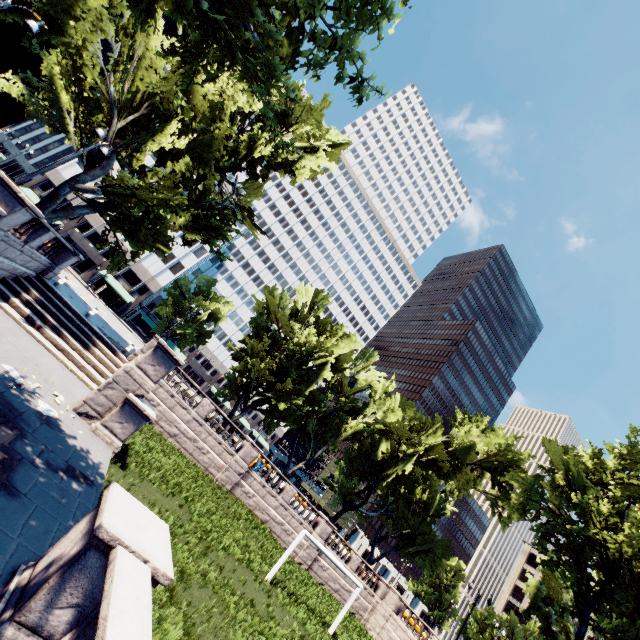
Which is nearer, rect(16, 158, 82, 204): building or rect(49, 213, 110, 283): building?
rect(16, 158, 82, 204): building

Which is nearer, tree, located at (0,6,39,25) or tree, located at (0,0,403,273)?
tree, located at (0,0,403,273)

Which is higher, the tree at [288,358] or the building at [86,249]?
the tree at [288,358]

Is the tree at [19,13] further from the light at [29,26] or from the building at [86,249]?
the light at [29,26]

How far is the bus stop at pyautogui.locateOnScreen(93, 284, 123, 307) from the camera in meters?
49.6

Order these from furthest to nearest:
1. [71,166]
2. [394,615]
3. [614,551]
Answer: [71,166] → [394,615] → [614,551]

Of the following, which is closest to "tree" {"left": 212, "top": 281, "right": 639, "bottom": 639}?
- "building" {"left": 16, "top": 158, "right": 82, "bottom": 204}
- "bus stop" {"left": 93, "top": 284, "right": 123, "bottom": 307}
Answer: "building" {"left": 16, "top": 158, "right": 82, "bottom": 204}

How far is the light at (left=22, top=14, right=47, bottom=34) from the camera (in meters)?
12.52
